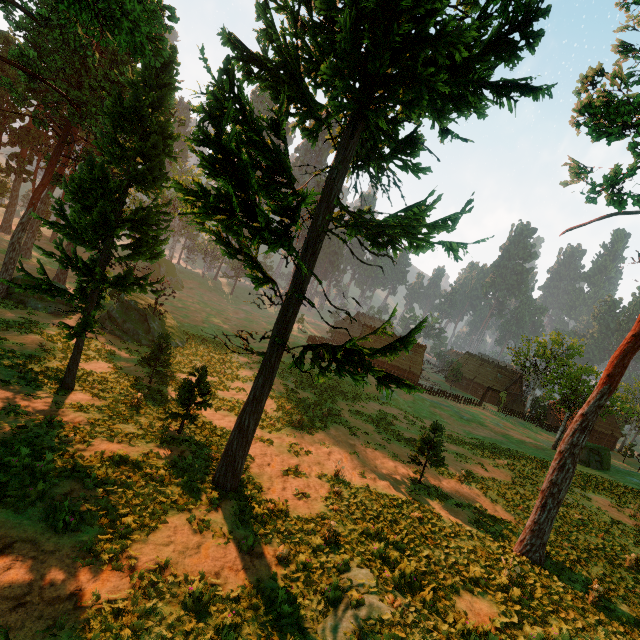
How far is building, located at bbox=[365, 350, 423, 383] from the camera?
57.75m

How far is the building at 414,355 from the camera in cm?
5775

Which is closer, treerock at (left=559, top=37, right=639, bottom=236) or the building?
treerock at (left=559, top=37, right=639, bottom=236)

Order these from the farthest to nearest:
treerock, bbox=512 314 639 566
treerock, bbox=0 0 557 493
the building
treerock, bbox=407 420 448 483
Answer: the building, treerock, bbox=407 420 448 483, treerock, bbox=512 314 639 566, treerock, bbox=0 0 557 493

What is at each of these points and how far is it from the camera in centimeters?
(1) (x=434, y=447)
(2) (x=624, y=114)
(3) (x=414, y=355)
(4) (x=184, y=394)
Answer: (1) treerock, 1775cm
(2) treerock, 1117cm
(3) building, 5950cm
(4) treerock, 1491cm

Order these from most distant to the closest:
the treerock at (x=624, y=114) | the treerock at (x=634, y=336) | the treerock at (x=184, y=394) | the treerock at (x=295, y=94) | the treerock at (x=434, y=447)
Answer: the treerock at (x=434, y=447), the treerock at (x=184, y=394), the treerock at (x=634, y=336), the treerock at (x=624, y=114), the treerock at (x=295, y=94)

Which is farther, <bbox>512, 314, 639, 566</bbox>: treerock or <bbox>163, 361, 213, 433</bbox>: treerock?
<bbox>163, 361, 213, 433</bbox>: treerock
